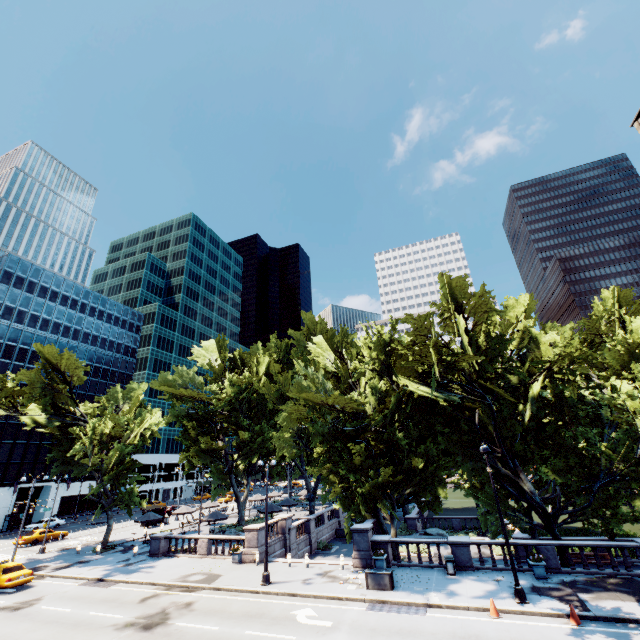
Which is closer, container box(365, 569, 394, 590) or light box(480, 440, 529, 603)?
light box(480, 440, 529, 603)

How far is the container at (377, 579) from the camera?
18.30m

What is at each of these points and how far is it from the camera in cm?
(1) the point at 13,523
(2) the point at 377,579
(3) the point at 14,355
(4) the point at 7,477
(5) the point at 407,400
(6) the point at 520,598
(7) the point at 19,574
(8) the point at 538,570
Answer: (1) bus stop, 4847
(2) container, 1856
(3) building, 5662
(4) building, 5269
(5) tree, 2434
(6) light, 1586
(7) vehicle, 2270
(8) planter, 1859

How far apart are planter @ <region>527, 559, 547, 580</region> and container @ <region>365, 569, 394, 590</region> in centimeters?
Result: 803cm

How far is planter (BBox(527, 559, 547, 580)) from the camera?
18.5 meters

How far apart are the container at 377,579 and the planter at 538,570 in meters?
8.0

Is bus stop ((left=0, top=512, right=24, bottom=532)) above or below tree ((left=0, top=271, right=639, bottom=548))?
below

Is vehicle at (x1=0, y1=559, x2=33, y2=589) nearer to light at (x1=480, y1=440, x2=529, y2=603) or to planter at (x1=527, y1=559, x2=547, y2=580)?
light at (x1=480, y1=440, x2=529, y2=603)
